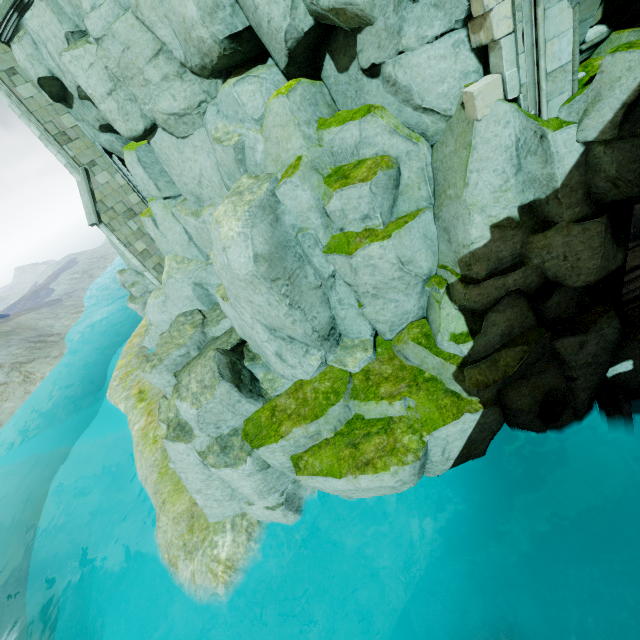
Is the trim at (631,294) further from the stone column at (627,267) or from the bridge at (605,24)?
the bridge at (605,24)

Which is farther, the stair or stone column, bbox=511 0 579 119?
the stair

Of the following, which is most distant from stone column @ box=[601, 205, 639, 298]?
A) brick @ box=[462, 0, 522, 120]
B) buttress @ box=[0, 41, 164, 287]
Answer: buttress @ box=[0, 41, 164, 287]

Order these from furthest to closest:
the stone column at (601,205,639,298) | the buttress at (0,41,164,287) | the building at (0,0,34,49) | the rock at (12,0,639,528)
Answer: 1. the buttress at (0,41,164,287)
2. the building at (0,0,34,49)
3. the stone column at (601,205,639,298)
4. the rock at (12,0,639,528)

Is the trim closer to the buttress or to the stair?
the stair

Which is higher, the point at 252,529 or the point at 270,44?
the point at 270,44

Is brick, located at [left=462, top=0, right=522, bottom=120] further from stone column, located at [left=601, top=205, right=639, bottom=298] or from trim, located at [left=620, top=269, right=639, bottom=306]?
trim, located at [left=620, top=269, right=639, bottom=306]

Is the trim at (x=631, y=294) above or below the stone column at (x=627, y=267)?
below
